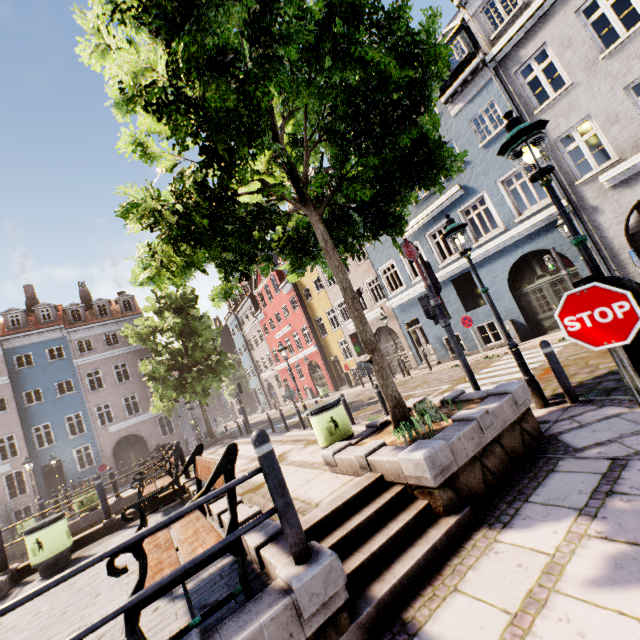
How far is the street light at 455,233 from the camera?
5.8m

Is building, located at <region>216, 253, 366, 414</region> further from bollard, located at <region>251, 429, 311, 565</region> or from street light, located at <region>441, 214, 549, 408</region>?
bollard, located at <region>251, 429, 311, 565</region>

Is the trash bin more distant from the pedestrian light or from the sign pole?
the sign pole

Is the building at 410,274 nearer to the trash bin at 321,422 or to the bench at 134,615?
the trash bin at 321,422

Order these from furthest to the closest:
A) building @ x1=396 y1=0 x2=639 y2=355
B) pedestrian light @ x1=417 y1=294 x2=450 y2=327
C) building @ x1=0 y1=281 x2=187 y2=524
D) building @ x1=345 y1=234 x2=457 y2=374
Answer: building @ x1=0 y1=281 x2=187 y2=524
building @ x1=345 y1=234 x2=457 y2=374
building @ x1=396 y1=0 x2=639 y2=355
pedestrian light @ x1=417 y1=294 x2=450 y2=327

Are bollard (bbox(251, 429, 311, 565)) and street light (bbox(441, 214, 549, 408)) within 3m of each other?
no

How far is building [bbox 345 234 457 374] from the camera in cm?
1762

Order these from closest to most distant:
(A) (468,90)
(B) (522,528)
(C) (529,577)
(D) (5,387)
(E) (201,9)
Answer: (C) (529,577) < (B) (522,528) < (E) (201,9) < (A) (468,90) < (D) (5,387)
